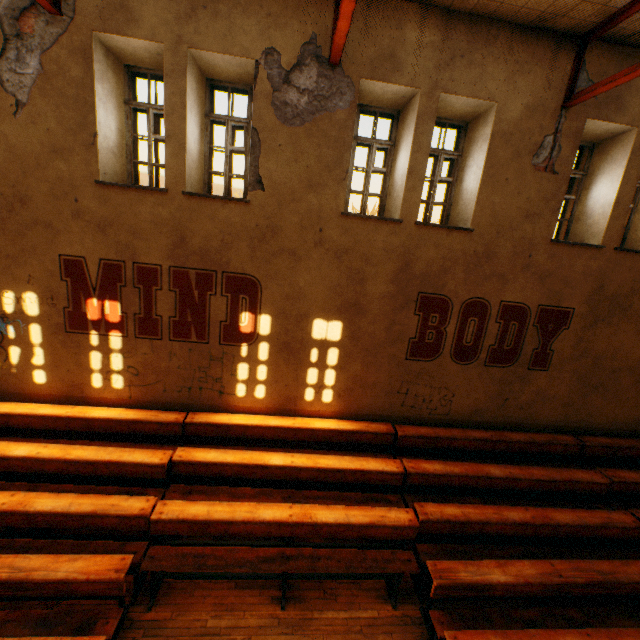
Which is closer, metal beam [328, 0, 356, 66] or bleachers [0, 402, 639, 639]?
metal beam [328, 0, 356, 66]

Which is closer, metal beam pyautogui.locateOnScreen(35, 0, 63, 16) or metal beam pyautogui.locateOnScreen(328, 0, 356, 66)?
metal beam pyautogui.locateOnScreen(328, 0, 356, 66)

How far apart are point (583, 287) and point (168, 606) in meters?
9.0 m

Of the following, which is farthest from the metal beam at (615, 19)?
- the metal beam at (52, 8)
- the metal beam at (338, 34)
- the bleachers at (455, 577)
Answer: the metal beam at (52, 8)

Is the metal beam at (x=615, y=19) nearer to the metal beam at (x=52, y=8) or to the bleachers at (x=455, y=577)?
the bleachers at (x=455, y=577)

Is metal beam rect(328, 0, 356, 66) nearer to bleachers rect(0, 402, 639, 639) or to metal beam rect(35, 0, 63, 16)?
metal beam rect(35, 0, 63, 16)

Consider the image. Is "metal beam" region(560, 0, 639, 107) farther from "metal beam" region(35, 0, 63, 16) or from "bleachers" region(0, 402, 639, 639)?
"metal beam" region(35, 0, 63, 16)
